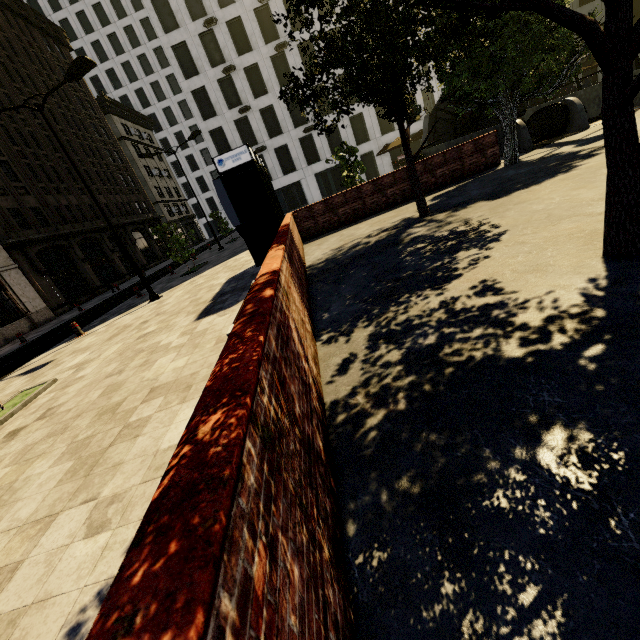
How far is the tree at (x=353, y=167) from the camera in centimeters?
1602cm

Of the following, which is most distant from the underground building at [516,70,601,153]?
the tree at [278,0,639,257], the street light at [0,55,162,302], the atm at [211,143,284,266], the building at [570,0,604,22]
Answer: the street light at [0,55,162,302]

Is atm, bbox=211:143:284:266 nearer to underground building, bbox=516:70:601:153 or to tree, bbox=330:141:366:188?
tree, bbox=330:141:366:188

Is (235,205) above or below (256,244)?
above

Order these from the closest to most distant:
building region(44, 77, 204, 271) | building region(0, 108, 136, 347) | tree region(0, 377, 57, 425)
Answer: tree region(0, 377, 57, 425), building region(0, 108, 136, 347), building region(44, 77, 204, 271)

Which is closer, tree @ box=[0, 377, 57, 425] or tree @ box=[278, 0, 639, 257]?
tree @ box=[278, 0, 639, 257]

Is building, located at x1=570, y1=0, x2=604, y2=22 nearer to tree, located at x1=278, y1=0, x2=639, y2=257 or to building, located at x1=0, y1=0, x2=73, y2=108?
building, located at x1=0, y1=0, x2=73, y2=108

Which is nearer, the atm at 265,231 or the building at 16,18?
the atm at 265,231
